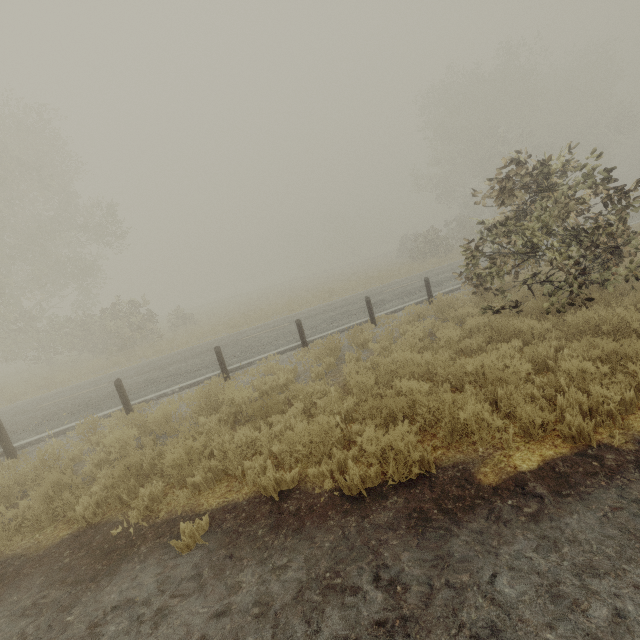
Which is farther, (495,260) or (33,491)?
(495,260)
